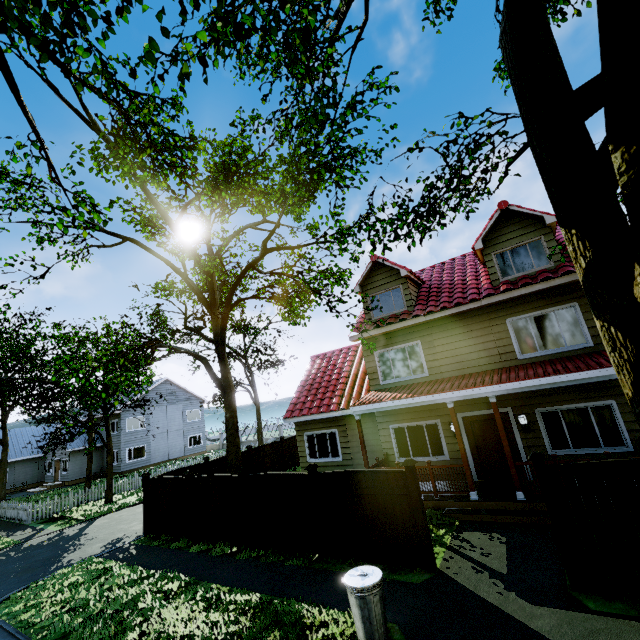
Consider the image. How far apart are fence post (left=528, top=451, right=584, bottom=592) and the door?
4.7m

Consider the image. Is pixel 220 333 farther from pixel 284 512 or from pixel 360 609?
pixel 360 609

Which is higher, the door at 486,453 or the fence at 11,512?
the door at 486,453

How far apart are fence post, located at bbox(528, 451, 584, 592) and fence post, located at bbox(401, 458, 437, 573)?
2.3m

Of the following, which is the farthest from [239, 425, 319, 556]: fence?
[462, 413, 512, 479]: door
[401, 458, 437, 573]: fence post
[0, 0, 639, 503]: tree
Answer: [462, 413, 512, 479]: door

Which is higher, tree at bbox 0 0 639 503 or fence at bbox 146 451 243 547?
tree at bbox 0 0 639 503

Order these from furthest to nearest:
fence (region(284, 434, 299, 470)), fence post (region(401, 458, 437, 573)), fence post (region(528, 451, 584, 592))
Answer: fence (region(284, 434, 299, 470)) → fence post (region(401, 458, 437, 573)) → fence post (region(528, 451, 584, 592))

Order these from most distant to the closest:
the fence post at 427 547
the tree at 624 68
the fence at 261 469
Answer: the fence at 261 469 → the fence post at 427 547 → the tree at 624 68
